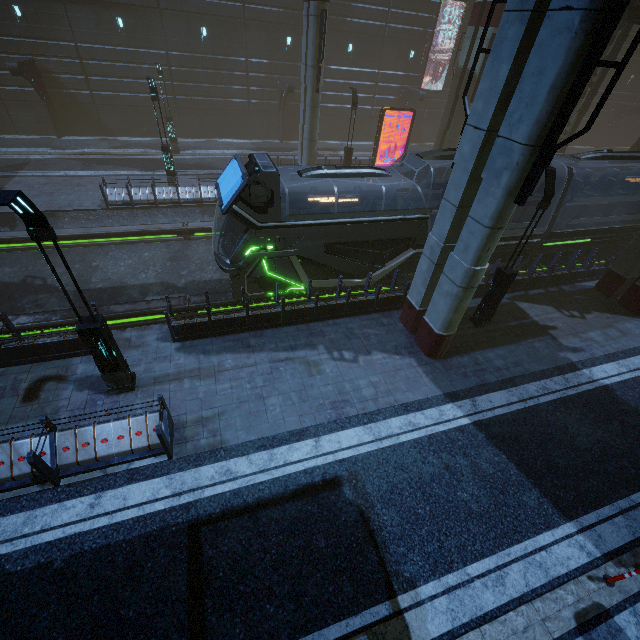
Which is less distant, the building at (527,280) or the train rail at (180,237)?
the train rail at (180,237)

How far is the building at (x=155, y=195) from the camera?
17.2 meters

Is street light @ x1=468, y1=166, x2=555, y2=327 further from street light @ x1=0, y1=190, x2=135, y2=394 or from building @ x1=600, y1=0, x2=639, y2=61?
street light @ x1=0, y1=190, x2=135, y2=394

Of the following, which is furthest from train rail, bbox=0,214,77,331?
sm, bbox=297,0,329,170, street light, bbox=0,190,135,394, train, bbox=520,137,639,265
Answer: street light, bbox=0,190,135,394

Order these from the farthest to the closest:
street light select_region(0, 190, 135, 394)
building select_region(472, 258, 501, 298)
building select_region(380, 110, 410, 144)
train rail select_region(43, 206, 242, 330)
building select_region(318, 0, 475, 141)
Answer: building select_region(380, 110, 410, 144), building select_region(318, 0, 475, 141), building select_region(472, 258, 501, 298), train rail select_region(43, 206, 242, 330), street light select_region(0, 190, 135, 394)

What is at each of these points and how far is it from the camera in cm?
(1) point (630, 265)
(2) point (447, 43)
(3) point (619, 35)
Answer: (1) sm, 1373
(2) building, 2972
(3) building, 2064

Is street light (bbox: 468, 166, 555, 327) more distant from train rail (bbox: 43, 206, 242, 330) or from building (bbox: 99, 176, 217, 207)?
train rail (bbox: 43, 206, 242, 330)

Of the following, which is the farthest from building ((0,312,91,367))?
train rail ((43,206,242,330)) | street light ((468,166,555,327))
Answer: street light ((468,166,555,327))
